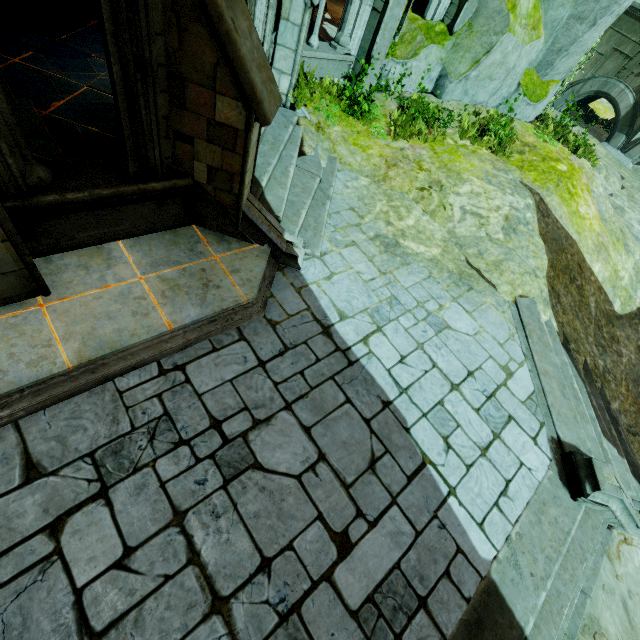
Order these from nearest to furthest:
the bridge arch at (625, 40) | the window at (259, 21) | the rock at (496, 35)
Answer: the window at (259, 21) < the rock at (496, 35) < the bridge arch at (625, 40)

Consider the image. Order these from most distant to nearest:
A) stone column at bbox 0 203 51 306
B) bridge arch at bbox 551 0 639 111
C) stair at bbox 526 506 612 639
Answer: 1. bridge arch at bbox 551 0 639 111
2. stair at bbox 526 506 612 639
3. stone column at bbox 0 203 51 306

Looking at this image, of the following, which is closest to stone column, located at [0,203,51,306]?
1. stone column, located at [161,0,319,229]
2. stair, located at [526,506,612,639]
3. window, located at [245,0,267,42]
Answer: stone column, located at [161,0,319,229]

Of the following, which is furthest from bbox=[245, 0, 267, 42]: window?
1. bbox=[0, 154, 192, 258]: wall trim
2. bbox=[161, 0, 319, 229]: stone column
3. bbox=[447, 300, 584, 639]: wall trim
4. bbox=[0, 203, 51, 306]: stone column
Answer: bbox=[447, 300, 584, 639]: wall trim

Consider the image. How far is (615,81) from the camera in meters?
17.1

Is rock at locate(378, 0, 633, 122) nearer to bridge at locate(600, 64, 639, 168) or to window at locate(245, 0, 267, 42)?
window at locate(245, 0, 267, 42)

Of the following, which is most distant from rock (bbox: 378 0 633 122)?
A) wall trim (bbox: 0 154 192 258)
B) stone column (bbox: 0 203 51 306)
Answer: stone column (bbox: 0 203 51 306)

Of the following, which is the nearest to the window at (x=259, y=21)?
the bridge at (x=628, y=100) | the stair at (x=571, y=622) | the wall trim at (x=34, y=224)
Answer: the wall trim at (x=34, y=224)
